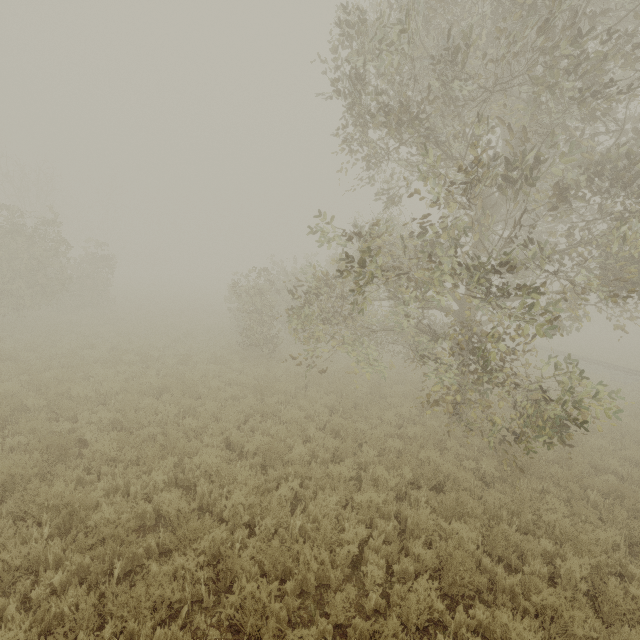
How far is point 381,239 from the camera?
10.80m
